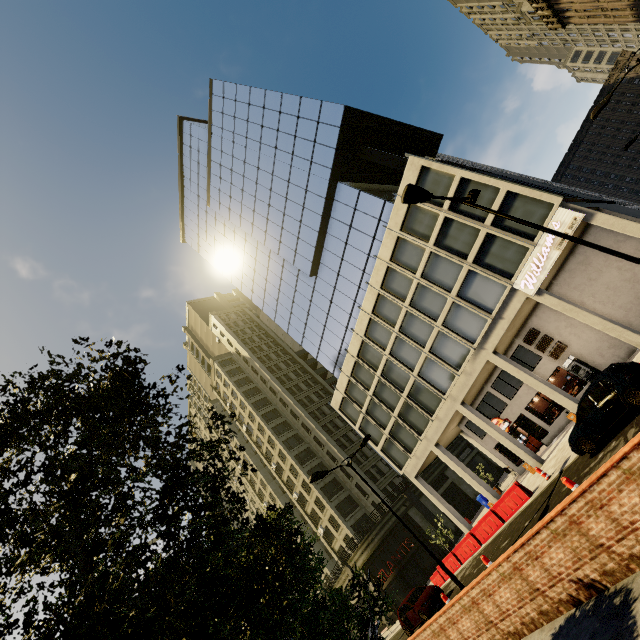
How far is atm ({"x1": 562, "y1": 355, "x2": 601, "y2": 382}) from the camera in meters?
20.8 m

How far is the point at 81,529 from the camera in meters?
4.3

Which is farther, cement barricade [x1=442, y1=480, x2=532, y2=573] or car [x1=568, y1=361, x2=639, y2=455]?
cement barricade [x1=442, y1=480, x2=532, y2=573]

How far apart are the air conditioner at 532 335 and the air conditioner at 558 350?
1.08m

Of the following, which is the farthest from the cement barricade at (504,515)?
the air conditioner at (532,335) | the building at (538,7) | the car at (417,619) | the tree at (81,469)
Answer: the building at (538,7)

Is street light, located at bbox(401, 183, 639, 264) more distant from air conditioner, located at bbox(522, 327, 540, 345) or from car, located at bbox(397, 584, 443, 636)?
car, located at bbox(397, 584, 443, 636)

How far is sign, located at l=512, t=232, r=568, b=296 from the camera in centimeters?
1753cm

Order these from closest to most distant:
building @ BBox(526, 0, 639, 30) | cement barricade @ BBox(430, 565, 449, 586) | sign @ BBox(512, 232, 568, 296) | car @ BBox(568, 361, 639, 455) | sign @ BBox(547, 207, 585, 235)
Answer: car @ BBox(568, 361, 639, 455) < sign @ BBox(547, 207, 585, 235) < sign @ BBox(512, 232, 568, 296) < cement barricade @ BBox(430, 565, 449, 586) < building @ BBox(526, 0, 639, 30)
